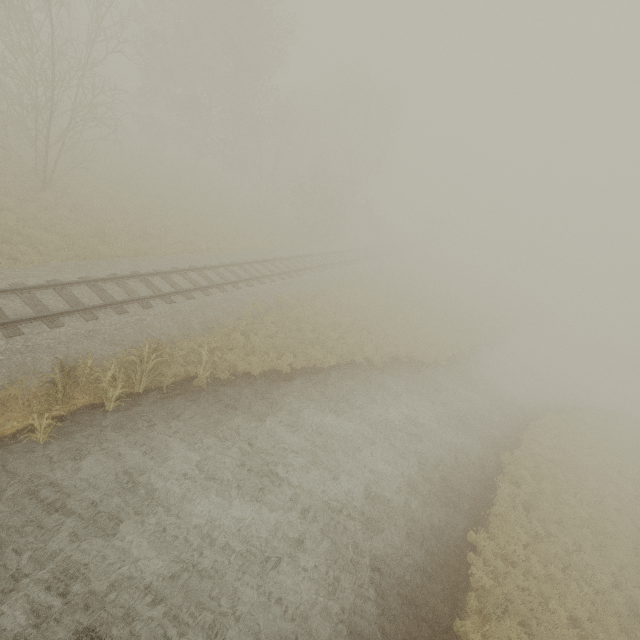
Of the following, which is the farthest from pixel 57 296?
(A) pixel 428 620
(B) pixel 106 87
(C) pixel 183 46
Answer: (B) pixel 106 87

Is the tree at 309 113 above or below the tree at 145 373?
above

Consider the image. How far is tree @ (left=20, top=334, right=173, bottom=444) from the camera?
7.3 meters

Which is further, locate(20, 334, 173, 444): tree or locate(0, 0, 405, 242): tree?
locate(0, 0, 405, 242): tree

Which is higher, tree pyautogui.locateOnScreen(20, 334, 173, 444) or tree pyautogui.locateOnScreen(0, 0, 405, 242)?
tree pyautogui.locateOnScreen(0, 0, 405, 242)

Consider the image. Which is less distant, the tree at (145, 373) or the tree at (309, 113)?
the tree at (145, 373)
